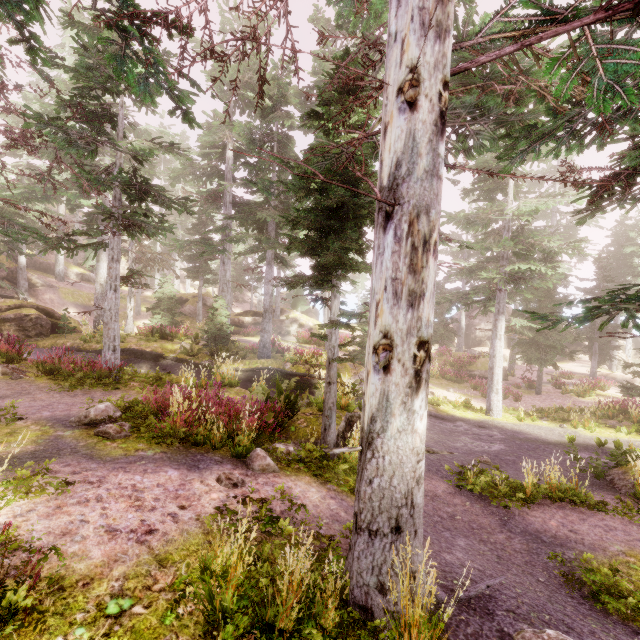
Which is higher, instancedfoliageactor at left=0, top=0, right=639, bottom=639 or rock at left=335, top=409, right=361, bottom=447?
instancedfoliageactor at left=0, top=0, right=639, bottom=639

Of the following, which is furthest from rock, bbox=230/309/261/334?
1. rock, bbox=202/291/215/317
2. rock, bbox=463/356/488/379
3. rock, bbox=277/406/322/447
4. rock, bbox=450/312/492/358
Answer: rock, bbox=277/406/322/447

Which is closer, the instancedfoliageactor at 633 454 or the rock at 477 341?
the instancedfoliageactor at 633 454

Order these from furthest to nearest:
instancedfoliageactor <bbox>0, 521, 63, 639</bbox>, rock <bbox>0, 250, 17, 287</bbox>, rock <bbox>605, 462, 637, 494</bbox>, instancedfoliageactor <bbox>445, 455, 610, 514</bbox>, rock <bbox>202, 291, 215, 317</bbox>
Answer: rock <bbox>202, 291, 215, 317</bbox> < rock <bbox>0, 250, 17, 287</bbox> < rock <bbox>605, 462, 637, 494</bbox> < instancedfoliageactor <bbox>445, 455, 610, 514</bbox> < instancedfoliageactor <bbox>0, 521, 63, 639</bbox>

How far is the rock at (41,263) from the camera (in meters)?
32.76

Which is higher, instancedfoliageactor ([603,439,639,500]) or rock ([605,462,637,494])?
instancedfoliageactor ([603,439,639,500])

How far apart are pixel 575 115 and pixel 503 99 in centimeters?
343cm

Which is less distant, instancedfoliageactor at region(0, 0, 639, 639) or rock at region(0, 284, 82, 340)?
instancedfoliageactor at region(0, 0, 639, 639)
